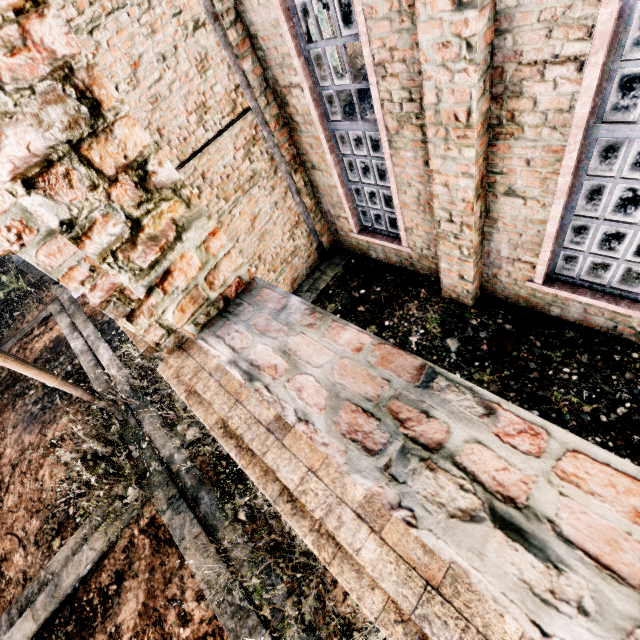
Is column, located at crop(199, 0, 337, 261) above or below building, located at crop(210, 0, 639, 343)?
below

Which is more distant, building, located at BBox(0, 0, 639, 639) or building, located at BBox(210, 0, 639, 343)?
building, located at BBox(210, 0, 639, 343)

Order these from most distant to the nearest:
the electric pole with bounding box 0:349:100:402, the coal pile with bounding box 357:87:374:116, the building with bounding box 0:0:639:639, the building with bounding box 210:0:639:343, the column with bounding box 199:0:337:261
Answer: the coal pile with bounding box 357:87:374:116 < the electric pole with bounding box 0:349:100:402 < the column with bounding box 199:0:337:261 < the building with bounding box 210:0:639:343 < the building with bounding box 0:0:639:639

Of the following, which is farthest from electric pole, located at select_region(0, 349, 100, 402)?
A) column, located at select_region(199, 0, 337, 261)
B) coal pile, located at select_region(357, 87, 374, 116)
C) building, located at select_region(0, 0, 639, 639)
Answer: coal pile, located at select_region(357, 87, 374, 116)

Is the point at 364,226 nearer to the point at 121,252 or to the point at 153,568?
the point at 121,252

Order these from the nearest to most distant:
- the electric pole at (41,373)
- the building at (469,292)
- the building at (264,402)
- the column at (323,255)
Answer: the building at (264,402), the building at (469,292), the column at (323,255), the electric pole at (41,373)

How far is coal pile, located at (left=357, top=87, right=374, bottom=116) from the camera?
14.70m

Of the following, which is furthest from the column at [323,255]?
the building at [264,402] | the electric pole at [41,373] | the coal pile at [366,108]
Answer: the electric pole at [41,373]
